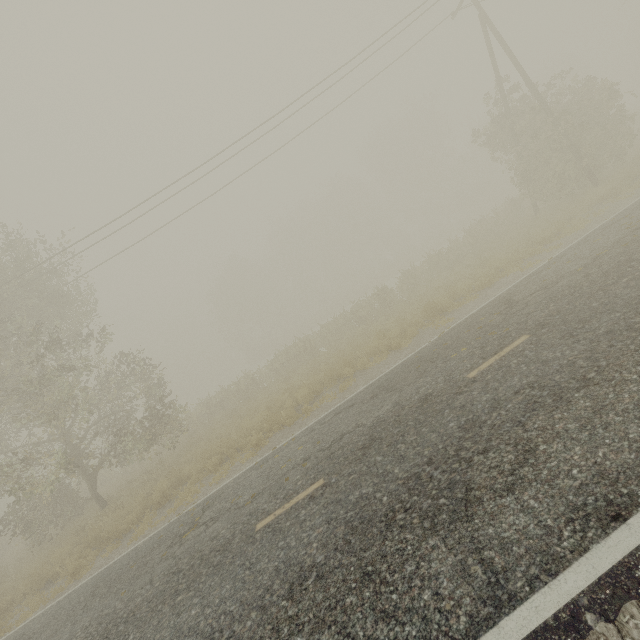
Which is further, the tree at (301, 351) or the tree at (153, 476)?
the tree at (301, 351)

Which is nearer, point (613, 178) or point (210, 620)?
point (210, 620)

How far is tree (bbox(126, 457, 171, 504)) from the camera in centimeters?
1289cm

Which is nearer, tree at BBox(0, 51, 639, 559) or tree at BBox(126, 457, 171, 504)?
tree at BBox(126, 457, 171, 504)

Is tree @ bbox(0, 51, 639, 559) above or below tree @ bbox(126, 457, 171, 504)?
above

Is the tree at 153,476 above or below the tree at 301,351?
below
